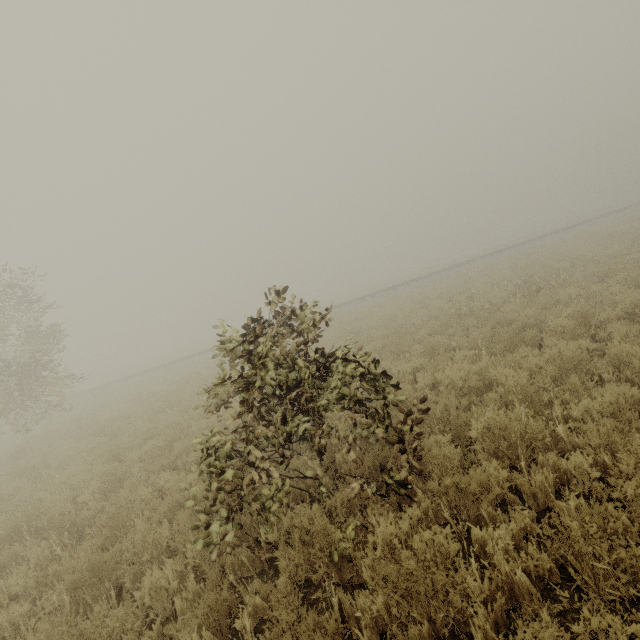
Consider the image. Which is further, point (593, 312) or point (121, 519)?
point (593, 312)
